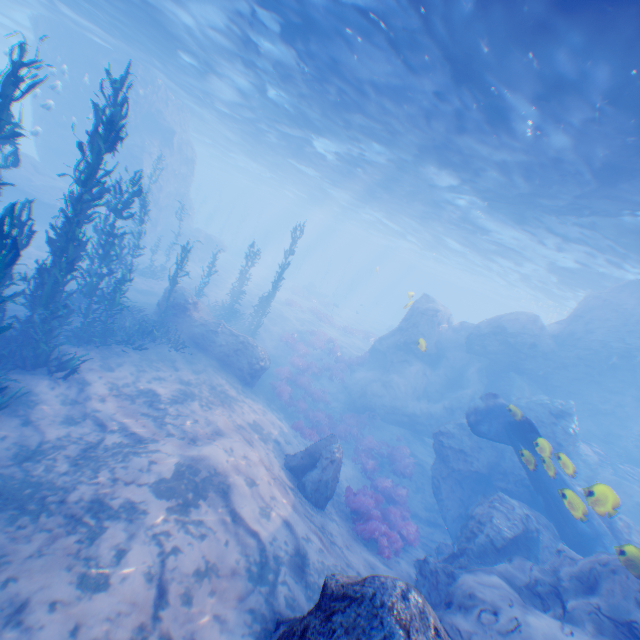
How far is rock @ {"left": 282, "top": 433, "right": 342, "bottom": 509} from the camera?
10.2 meters

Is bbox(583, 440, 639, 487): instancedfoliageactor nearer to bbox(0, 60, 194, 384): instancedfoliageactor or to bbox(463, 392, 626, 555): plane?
bbox(463, 392, 626, 555): plane

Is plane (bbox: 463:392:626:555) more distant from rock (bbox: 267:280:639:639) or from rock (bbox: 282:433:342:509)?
rock (bbox: 282:433:342:509)

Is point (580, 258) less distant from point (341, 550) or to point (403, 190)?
point (403, 190)

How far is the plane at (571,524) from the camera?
7.9 meters

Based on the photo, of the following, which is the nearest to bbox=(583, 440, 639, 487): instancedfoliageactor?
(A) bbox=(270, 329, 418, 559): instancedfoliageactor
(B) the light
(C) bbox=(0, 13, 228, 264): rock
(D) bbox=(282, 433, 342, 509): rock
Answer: (C) bbox=(0, 13, 228, 264): rock

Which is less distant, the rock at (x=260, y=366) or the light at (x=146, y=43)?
the light at (x=146, y=43)

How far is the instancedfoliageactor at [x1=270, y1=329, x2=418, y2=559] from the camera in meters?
10.9
